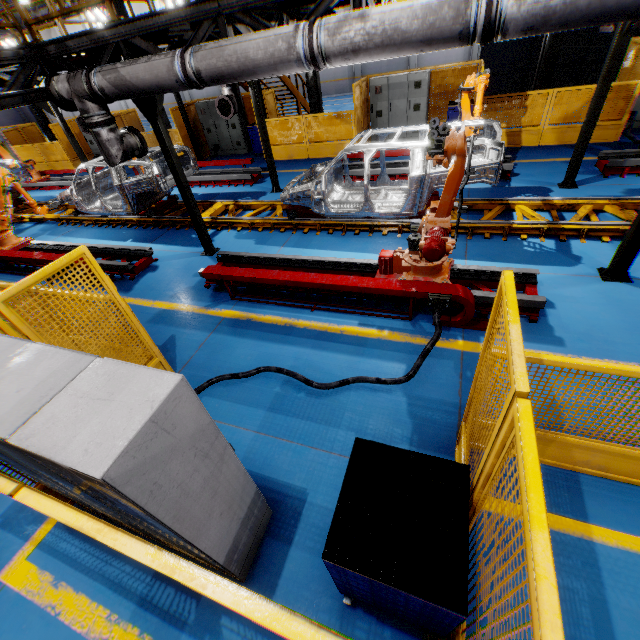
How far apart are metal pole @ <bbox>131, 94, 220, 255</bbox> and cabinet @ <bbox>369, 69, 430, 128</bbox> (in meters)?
8.49

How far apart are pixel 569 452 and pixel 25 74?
9.8m

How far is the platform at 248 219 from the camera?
7.3 meters

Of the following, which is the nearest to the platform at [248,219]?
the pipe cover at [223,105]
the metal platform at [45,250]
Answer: the metal platform at [45,250]

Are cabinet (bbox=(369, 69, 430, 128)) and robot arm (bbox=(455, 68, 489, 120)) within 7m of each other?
yes

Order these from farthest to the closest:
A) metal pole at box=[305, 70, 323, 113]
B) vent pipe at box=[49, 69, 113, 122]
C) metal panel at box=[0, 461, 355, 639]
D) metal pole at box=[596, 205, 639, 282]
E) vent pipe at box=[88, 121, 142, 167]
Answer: metal pole at box=[305, 70, 323, 113] → vent pipe at box=[88, 121, 142, 167] → vent pipe at box=[49, 69, 113, 122] → metal pole at box=[596, 205, 639, 282] → metal panel at box=[0, 461, 355, 639]

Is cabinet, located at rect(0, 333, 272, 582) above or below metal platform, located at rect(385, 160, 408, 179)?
above

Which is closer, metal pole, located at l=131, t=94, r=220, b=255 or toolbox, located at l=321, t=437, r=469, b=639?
toolbox, located at l=321, t=437, r=469, b=639
